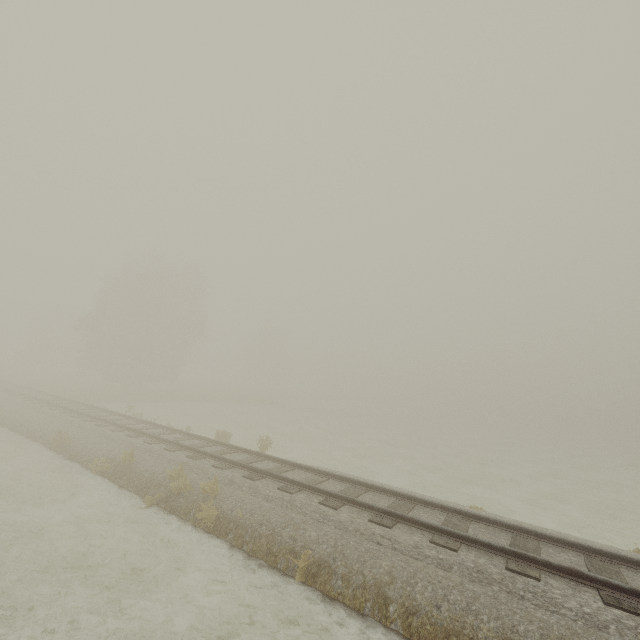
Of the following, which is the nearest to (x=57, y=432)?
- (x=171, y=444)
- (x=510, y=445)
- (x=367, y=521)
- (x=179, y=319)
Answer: (x=171, y=444)
